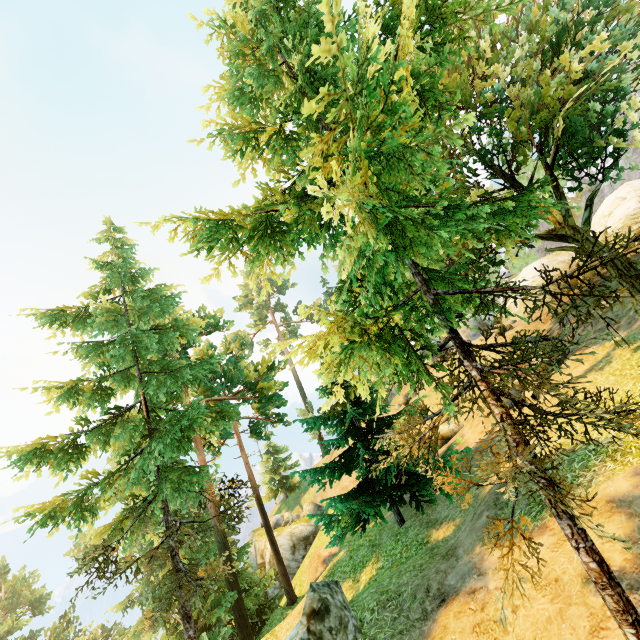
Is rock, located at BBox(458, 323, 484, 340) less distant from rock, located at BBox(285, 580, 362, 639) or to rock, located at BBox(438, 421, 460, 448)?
rock, located at BBox(438, 421, 460, 448)

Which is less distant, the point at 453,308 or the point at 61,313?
the point at 453,308

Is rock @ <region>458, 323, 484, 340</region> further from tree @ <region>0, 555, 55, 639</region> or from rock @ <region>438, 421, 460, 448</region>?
rock @ <region>438, 421, 460, 448</region>

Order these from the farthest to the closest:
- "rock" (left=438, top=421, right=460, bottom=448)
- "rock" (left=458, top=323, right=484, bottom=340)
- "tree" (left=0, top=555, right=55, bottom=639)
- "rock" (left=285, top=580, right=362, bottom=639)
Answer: "rock" (left=458, top=323, right=484, bottom=340), "tree" (left=0, top=555, right=55, bottom=639), "rock" (left=438, top=421, right=460, bottom=448), "rock" (left=285, top=580, right=362, bottom=639)

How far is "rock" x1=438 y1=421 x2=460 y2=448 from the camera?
17.3 meters

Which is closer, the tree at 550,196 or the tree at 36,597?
the tree at 550,196

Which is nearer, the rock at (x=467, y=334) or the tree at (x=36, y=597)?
the tree at (x=36, y=597)
